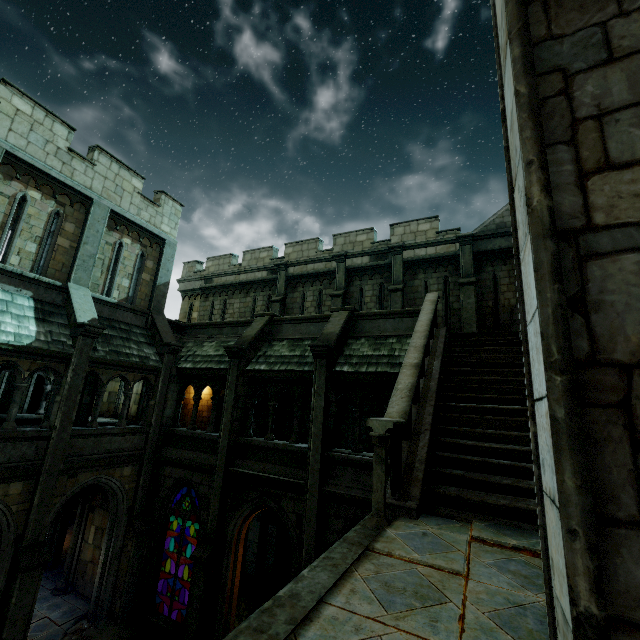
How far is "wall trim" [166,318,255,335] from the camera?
14.0m

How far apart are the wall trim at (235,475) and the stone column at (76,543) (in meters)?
6.65

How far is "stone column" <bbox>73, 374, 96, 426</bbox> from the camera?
15.11m

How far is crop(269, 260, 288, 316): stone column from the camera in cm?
1680

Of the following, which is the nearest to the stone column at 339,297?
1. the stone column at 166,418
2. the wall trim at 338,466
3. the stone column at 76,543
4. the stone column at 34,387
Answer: the wall trim at 338,466

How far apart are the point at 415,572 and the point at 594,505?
2.30m

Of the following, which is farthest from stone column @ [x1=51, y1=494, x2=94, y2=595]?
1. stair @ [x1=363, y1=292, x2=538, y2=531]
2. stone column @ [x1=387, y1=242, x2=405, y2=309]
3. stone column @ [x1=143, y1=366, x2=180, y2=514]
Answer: stone column @ [x1=387, y1=242, x2=405, y2=309]

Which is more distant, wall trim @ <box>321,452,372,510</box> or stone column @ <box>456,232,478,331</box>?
stone column @ <box>456,232,478,331</box>
